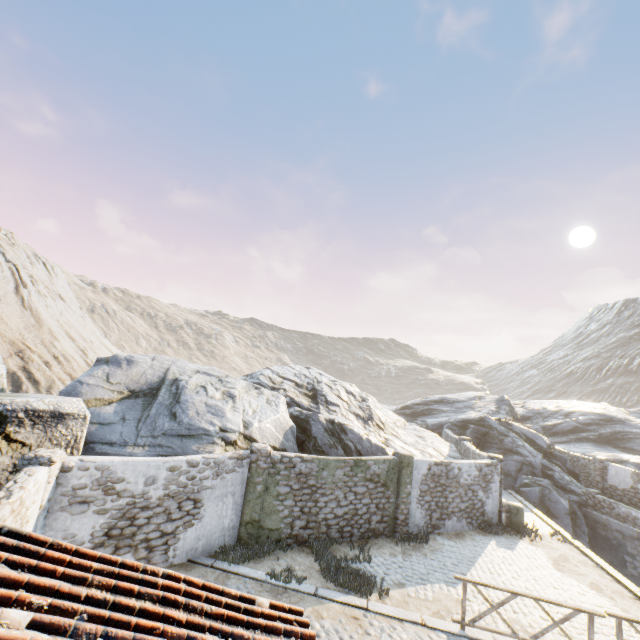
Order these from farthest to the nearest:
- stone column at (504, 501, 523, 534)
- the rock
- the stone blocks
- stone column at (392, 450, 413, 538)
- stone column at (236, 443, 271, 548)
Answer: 1. stone column at (504, 501, 523, 534)
2. stone column at (392, 450, 413, 538)
3. stone column at (236, 443, 271, 548)
4. the rock
5. the stone blocks

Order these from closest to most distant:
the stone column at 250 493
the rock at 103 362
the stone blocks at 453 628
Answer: the stone blocks at 453 628 < the rock at 103 362 < the stone column at 250 493

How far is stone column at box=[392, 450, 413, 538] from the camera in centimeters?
1298cm

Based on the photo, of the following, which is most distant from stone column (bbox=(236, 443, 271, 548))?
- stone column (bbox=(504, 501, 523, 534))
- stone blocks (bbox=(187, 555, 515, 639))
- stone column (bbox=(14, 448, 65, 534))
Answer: stone column (bbox=(504, 501, 523, 534))

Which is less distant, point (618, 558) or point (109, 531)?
point (109, 531)

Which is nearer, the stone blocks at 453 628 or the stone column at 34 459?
the stone column at 34 459

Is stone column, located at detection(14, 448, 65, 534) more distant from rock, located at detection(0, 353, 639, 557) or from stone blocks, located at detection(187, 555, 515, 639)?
stone blocks, located at detection(187, 555, 515, 639)

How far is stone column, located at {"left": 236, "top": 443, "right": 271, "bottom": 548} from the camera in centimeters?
1062cm
